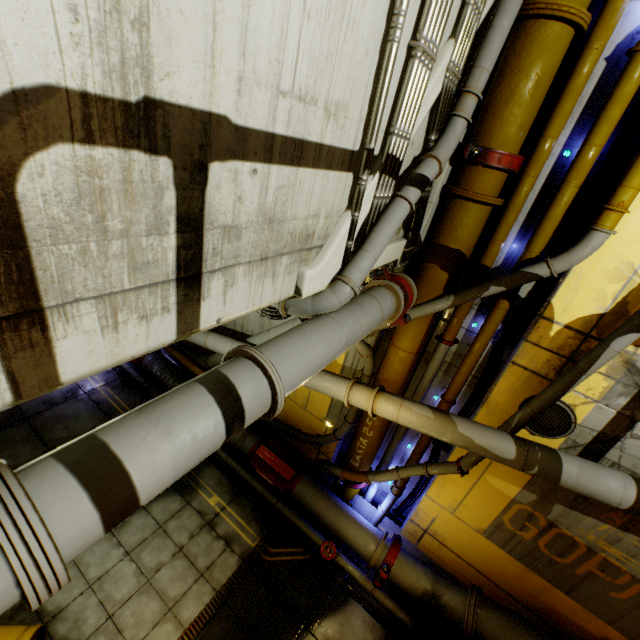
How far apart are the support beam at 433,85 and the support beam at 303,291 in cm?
34

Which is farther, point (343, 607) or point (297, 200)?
point (343, 607)

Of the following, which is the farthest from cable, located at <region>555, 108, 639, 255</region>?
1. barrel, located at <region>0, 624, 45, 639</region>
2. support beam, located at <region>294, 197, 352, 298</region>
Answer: barrel, located at <region>0, 624, 45, 639</region>

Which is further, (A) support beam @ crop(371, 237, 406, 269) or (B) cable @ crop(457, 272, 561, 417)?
(B) cable @ crop(457, 272, 561, 417)

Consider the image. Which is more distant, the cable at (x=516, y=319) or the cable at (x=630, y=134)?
the cable at (x=516, y=319)

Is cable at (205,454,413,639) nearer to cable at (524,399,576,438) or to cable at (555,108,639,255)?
cable at (555,108,639,255)

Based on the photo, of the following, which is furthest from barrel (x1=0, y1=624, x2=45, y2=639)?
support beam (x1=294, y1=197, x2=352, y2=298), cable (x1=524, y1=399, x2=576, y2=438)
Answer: cable (x1=524, y1=399, x2=576, y2=438)

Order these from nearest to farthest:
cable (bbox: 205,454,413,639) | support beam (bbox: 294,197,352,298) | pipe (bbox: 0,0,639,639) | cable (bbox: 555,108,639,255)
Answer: pipe (bbox: 0,0,639,639)
support beam (bbox: 294,197,352,298)
cable (bbox: 555,108,639,255)
cable (bbox: 205,454,413,639)
